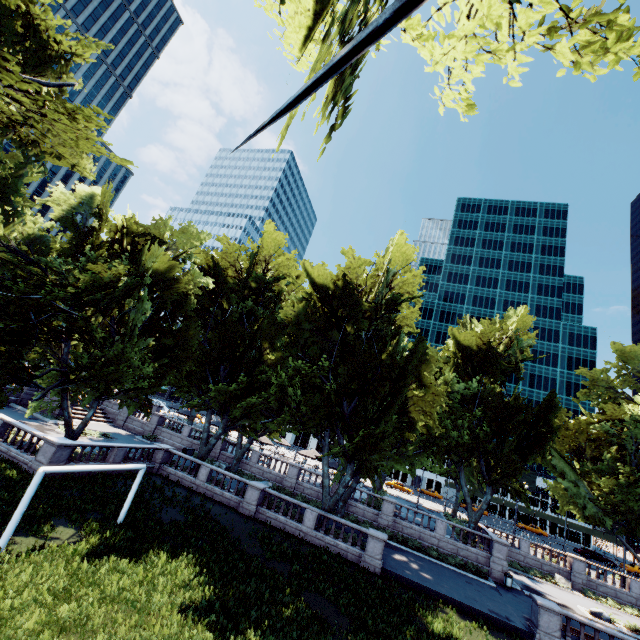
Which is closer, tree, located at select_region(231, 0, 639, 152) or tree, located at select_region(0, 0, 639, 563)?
tree, located at select_region(231, 0, 639, 152)

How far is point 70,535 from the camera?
14.7m

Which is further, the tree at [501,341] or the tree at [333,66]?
the tree at [501,341]
